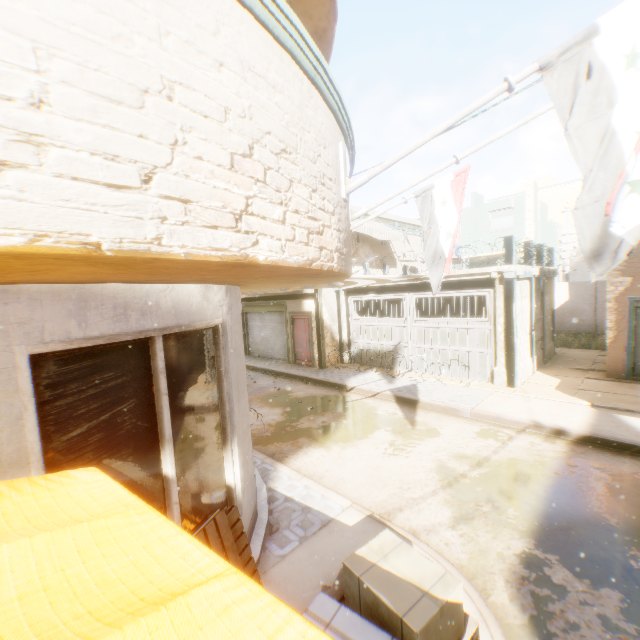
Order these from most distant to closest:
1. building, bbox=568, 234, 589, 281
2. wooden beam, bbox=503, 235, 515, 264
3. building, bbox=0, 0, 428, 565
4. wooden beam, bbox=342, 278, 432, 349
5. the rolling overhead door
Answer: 1. building, bbox=568, 234, 589, 281
2. the rolling overhead door
3. wooden beam, bbox=342, 278, 432, 349
4. wooden beam, bbox=503, 235, 515, 264
5. building, bbox=0, 0, 428, 565

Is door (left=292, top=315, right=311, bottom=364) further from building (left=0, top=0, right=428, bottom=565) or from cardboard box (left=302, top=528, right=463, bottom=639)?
cardboard box (left=302, top=528, right=463, bottom=639)

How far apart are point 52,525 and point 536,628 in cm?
432

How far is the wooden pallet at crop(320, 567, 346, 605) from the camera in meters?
2.7

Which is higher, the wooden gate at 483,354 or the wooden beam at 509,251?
the wooden beam at 509,251

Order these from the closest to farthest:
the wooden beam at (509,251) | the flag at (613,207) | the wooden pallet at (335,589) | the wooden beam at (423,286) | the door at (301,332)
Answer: the flag at (613,207), the wooden pallet at (335,589), the wooden beam at (509,251), the wooden beam at (423,286), the door at (301,332)

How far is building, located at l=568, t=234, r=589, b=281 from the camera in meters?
Answer: 30.0 m

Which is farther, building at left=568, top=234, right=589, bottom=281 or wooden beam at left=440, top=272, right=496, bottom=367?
building at left=568, top=234, right=589, bottom=281
